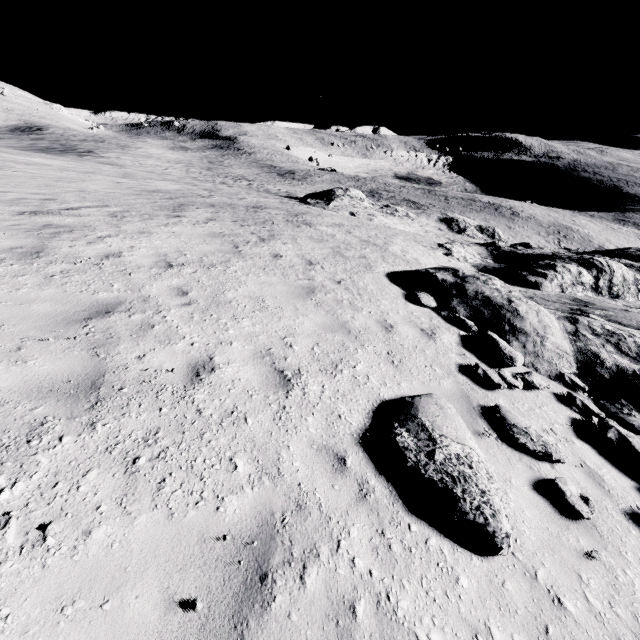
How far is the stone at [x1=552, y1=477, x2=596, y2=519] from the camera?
4.0 meters

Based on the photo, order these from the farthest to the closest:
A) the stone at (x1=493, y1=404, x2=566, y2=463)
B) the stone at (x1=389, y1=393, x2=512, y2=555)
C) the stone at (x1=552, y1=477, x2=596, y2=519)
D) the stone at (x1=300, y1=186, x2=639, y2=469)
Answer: the stone at (x1=300, y1=186, x2=639, y2=469) → the stone at (x1=493, y1=404, x2=566, y2=463) → the stone at (x1=552, y1=477, x2=596, y2=519) → the stone at (x1=389, y1=393, x2=512, y2=555)

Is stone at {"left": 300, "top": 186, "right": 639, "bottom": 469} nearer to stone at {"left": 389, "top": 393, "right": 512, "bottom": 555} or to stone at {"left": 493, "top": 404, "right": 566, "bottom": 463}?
stone at {"left": 493, "top": 404, "right": 566, "bottom": 463}

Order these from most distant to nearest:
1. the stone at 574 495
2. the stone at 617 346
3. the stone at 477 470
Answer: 1. the stone at 617 346
2. the stone at 574 495
3. the stone at 477 470

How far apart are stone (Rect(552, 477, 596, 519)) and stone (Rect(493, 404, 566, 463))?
0.5 meters

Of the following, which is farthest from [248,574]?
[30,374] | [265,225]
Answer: [265,225]

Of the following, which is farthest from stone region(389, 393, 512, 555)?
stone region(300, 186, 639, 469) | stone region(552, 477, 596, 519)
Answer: stone region(300, 186, 639, 469)

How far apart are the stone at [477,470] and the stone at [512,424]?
0.9 meters
